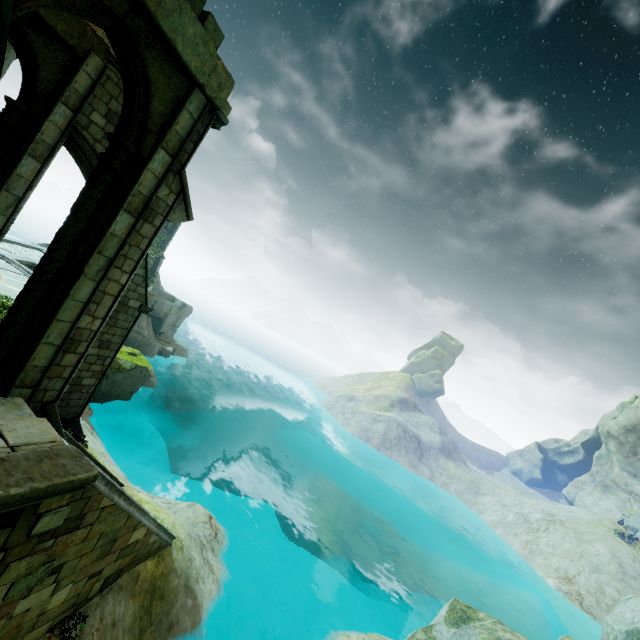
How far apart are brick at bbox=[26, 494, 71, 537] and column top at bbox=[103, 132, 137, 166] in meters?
5.7 m

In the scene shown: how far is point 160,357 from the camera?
32.4 meters

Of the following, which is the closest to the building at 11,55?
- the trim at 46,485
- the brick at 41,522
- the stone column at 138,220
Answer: the stone column at 138,220

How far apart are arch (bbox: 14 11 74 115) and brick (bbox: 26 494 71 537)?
8.35m

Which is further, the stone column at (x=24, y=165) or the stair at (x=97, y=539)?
the stone column at (x=24, y=165)

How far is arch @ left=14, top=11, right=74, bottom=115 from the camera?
7.0 meters

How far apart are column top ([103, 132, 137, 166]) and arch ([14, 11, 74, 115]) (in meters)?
3.50

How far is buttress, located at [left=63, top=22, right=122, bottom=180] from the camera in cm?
834
